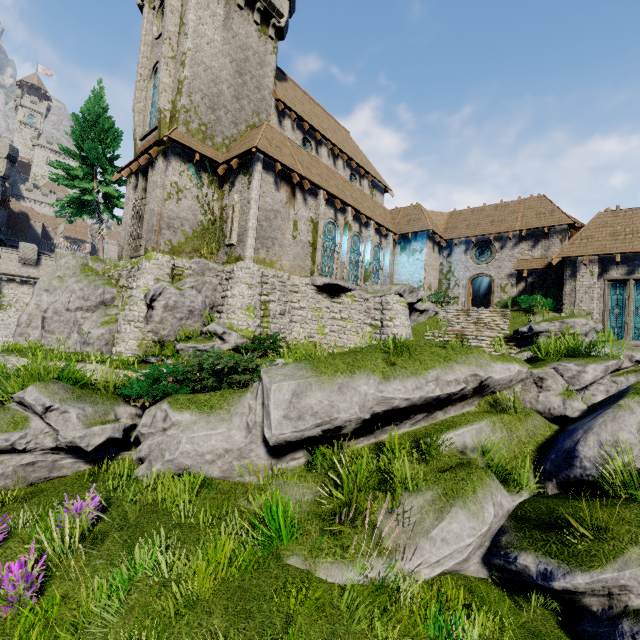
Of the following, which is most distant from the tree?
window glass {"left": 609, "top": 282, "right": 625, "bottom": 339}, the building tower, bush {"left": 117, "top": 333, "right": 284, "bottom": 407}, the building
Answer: window glass {"left": 609, "top": 282, "right": 625, "bottom": 339}

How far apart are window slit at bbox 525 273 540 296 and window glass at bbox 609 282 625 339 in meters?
4.5

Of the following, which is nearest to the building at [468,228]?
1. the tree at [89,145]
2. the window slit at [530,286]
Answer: the window slit at [530,286]

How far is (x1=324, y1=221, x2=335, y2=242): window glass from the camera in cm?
2107

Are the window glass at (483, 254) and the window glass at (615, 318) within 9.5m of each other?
yes

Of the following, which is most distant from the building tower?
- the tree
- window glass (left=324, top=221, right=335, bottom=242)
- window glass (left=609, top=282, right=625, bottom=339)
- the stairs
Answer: window glass (left=609, top=282, right=625, bottom=339)

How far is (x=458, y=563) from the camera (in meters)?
5.26

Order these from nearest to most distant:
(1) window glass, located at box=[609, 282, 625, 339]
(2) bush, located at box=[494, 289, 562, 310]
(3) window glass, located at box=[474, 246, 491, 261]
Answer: (1) window glass, located at box=[609, 282, 625, 339]
(2) bush, located at box=[494, 289, 562, 310]
(3) window glass, located at box=[474, 246, 491, 261]
